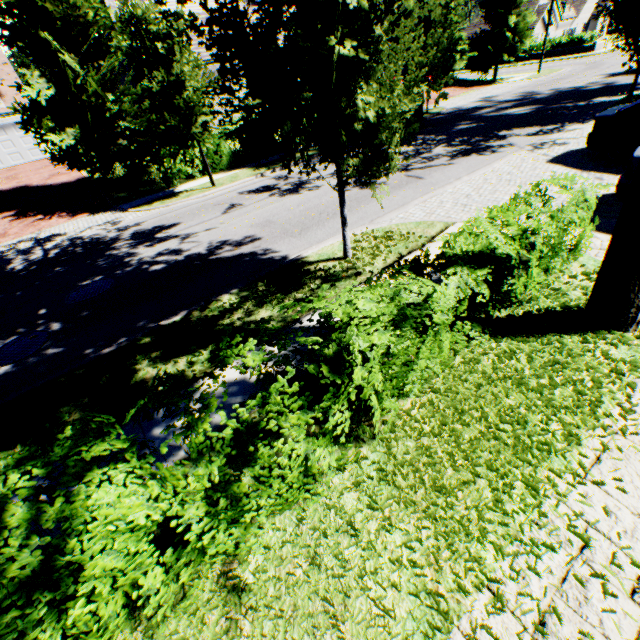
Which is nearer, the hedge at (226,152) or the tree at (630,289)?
the tree at (630,289)

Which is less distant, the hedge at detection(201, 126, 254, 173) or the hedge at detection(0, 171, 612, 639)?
the hedge at detection(0, 171, 612, 639)

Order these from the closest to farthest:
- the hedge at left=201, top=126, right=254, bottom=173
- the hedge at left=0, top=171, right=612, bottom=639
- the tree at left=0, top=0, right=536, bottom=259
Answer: the hedge at left=0, top=171, right=612, bottom=639 < the tree at left=0, top=0, right=536, bottom=259 < the hedge at left=201, top=126, right=254, bottom=173

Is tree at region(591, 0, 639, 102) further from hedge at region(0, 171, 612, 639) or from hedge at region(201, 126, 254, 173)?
hedge at region(201, 126, 254, 173)

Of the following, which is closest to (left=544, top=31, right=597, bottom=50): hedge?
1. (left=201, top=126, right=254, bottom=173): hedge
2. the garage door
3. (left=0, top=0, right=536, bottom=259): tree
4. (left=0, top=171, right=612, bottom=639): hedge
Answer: (left=0, top=0, right=536, bottom=259): tree

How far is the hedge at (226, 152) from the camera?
16.33m

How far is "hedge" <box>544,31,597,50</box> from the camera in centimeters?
3553cm

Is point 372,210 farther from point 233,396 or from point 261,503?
point 261,503
